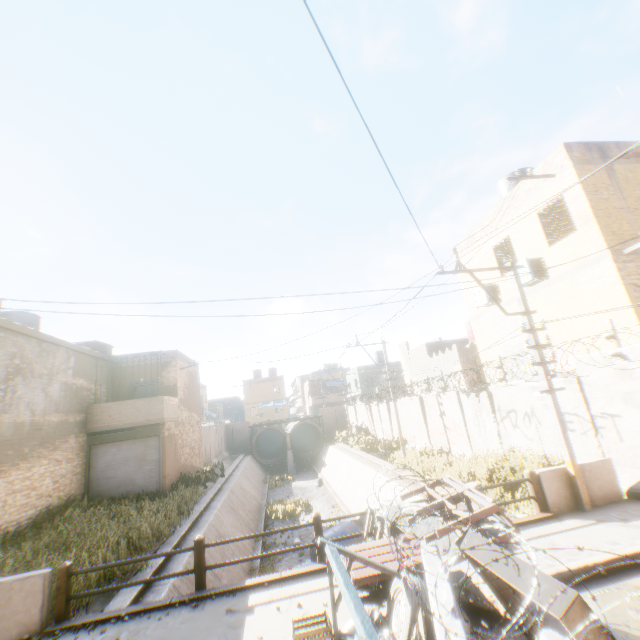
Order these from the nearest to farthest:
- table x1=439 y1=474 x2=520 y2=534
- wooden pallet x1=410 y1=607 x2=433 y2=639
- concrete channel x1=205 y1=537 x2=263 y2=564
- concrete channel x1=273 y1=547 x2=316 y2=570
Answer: wooden pallet x1=410 y1=607 x2=433 y2=639
table x1=439 y1=474 x2=520 y2=534
concrete channel x1=205 y1=537 x2=263 y2=564
concrete channel x1=273 y1=547 x2=316 y2=570

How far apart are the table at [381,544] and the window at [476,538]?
1.09m

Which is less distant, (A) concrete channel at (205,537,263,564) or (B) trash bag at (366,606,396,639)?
(B) trash bag at (366,606,396,639)

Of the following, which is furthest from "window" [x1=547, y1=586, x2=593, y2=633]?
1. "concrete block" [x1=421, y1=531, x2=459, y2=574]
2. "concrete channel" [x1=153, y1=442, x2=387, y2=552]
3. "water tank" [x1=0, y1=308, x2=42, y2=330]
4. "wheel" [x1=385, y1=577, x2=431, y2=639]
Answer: "water tank" [x1=0, y1=308, x2=42, y2=330]

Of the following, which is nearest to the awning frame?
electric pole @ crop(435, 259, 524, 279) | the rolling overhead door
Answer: the rolling overhead door

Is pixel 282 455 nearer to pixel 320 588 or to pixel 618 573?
pixel 320 588

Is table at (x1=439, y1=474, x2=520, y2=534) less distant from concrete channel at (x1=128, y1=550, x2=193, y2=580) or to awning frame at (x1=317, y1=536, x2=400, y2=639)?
awning frame at (x1=317, y1=536, x2=400, y2=639)
